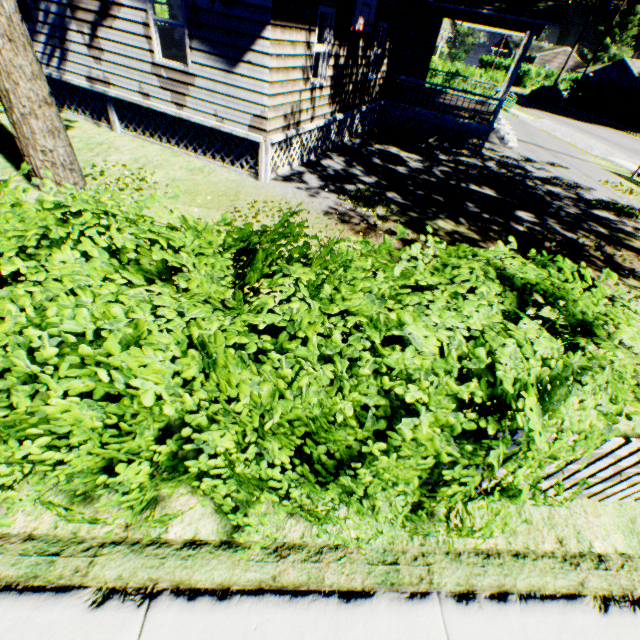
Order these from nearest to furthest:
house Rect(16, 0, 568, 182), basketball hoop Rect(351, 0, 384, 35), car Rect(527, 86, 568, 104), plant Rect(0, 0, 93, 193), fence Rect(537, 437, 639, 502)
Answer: fence Rect(537, 437, 639, 502) < plant Rect(0, 0, 93, 193) < house Rect(16, 0, 568, 182) < basketball hoop Rect(351, 0, 384, 35) < car Rect(527, 86, 568, 104)

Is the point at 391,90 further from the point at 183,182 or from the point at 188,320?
Answer: the point at 188,320

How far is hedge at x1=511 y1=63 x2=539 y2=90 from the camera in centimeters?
4934cm

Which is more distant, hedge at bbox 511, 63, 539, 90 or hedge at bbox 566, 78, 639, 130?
hedge at bbox 511, 63, 539, 90

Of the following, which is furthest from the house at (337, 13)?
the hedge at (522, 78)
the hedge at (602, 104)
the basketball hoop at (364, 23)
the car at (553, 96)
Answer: the hedge at (522, 78)

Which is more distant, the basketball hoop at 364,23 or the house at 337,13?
the basketball hoop at 364,23

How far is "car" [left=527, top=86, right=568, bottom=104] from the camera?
37.8m

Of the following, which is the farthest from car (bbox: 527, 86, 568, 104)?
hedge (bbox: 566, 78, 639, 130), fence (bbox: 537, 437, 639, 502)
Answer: fence (bbox: 537, 437, 639, 502)
